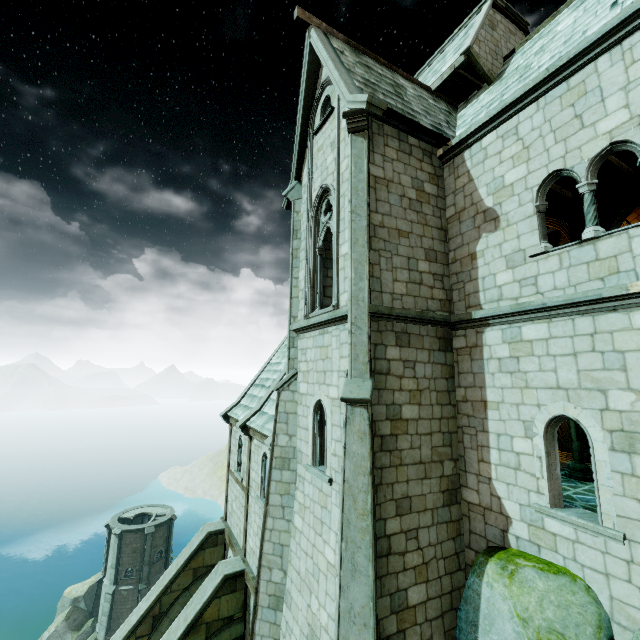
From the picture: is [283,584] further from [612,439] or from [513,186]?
[513,186]

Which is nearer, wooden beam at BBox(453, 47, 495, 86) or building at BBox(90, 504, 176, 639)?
wooden beam at BBox(453, 47, 495, 86)

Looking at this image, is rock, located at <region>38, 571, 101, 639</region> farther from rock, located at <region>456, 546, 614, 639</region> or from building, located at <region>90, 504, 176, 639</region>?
rock, located at <region>456, 546, 614, 639</region>

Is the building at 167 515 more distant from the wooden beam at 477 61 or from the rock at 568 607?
the wooden beam at 477 61

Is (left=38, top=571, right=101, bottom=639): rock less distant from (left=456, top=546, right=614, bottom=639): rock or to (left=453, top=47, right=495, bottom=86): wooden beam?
(left=456, top=546, right=614, bottom=639): rock

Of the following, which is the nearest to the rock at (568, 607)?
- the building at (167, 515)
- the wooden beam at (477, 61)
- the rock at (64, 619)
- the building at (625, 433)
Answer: the building at (625, 433)

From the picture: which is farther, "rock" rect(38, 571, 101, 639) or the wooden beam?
"rock" rect(38, 571, 101, 639)

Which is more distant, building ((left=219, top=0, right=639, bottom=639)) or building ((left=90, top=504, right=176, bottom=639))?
building ((left=90, top=504, right=176, bottom=639))
